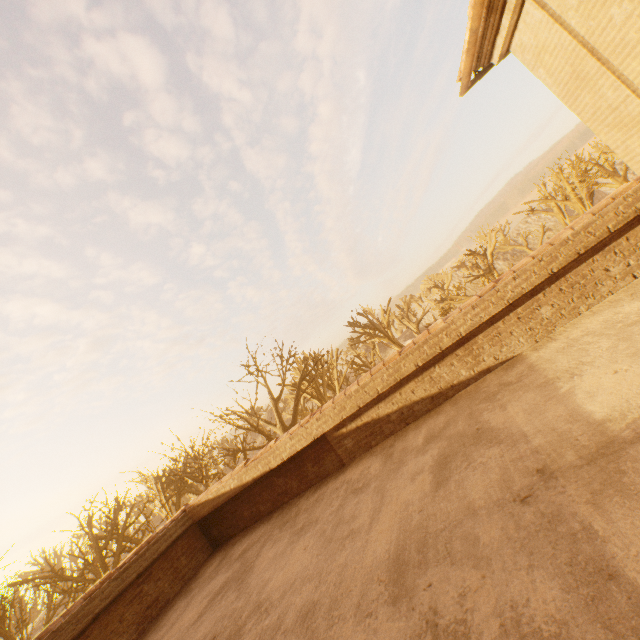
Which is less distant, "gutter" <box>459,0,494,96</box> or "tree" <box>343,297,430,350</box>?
"gutter" <box>459,0,494,96</box>

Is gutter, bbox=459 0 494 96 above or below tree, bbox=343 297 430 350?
above

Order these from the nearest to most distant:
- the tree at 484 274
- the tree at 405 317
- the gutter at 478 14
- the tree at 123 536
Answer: the gutter at 478 14
the tree at 123 536
the tree at 405 317
the tree at 484 274

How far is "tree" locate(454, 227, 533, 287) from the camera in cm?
3617

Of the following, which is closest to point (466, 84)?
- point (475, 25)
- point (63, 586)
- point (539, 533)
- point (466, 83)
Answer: point (466, 83)

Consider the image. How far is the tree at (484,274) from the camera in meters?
36.2 m

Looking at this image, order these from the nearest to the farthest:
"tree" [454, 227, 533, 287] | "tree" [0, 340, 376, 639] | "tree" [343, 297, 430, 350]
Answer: "tree" [0, 340, 376, 639]
"tree" [343, 297, 430, 350]
"tree" [454, 227, 533, 287]
